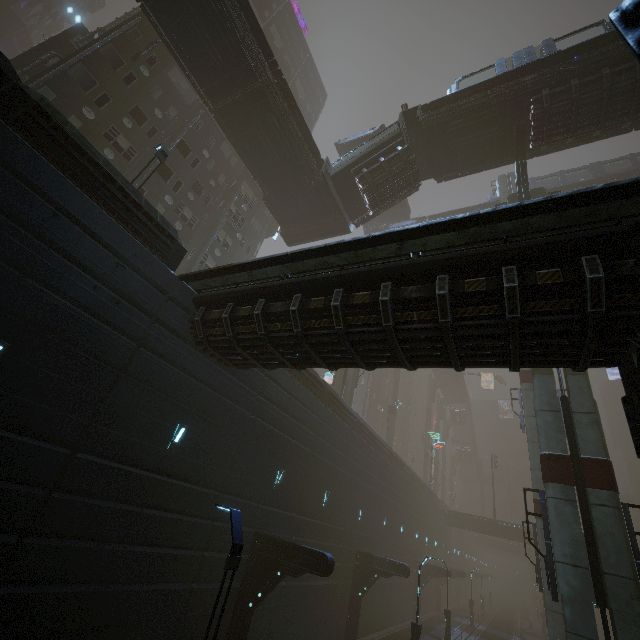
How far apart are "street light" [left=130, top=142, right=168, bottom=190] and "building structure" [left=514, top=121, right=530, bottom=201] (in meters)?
19.85

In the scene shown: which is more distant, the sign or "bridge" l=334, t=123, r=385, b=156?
"bridge" l=334, t=123, r=385, b=156

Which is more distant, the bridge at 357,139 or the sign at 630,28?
the bridge at 357,139

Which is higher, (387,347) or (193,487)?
(387,347)

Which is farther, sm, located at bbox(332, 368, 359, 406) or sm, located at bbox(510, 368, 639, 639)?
sm, located at bbox(332, 368, 359, 406)

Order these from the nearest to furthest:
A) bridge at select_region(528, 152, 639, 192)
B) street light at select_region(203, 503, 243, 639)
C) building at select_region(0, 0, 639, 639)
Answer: street light at select_region(203, 503, 243, 639) → building at select_region(0, 0, 639, 639) → bridge at select_region(528, 152, 639, 192)

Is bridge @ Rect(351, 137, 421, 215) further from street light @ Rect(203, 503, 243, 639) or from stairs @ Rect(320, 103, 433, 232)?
street light @ Rect(203, 503, 243, 639)

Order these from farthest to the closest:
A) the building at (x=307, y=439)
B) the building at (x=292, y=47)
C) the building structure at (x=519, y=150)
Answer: the building at (x=292, y=47), the building structure at (x=519, y=150), the building at (x=307, y=439)
